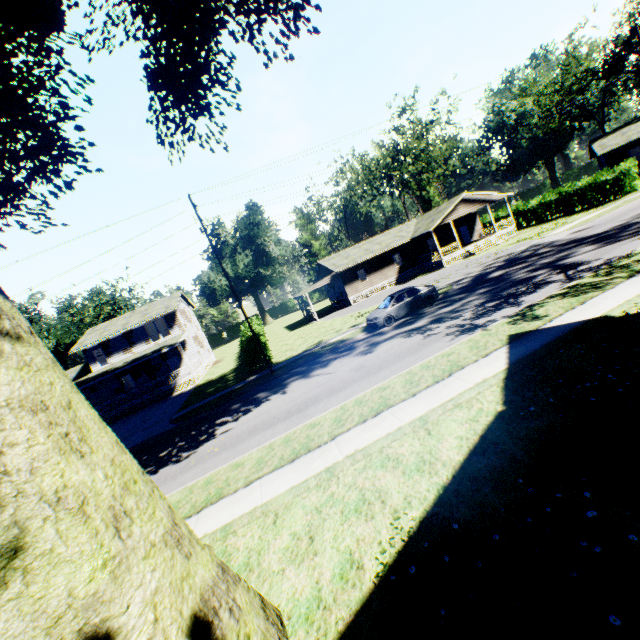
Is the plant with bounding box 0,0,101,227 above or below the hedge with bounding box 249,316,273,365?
above

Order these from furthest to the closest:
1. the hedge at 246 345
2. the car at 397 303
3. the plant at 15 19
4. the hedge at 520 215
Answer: the hedge at 520 215, the hedge at 246 345, the car at 397 303, the plant at 15 19

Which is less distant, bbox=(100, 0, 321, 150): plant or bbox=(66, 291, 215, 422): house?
bbox=(100, 0, 321, 150): plant

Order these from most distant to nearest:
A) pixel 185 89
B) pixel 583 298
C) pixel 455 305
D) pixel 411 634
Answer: pixel 455 305, pixel 185 89, pixel 583 298, pixel 411 634

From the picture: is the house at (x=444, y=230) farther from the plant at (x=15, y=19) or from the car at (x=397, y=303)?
the plant at (x=15, y=19)

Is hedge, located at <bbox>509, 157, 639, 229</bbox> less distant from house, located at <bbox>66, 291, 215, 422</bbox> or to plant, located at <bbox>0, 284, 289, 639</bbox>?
plant, located at <bbox>0, 284, 289, 639</bbox>

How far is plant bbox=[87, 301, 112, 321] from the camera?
56.86m

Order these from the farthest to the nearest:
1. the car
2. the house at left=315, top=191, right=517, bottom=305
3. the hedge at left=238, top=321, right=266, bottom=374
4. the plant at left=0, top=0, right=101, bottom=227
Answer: the house at left=315, top=191, right=517, bottom=305 → the hedge at left=238, top=321, right=266, bottom=374 → the car → the plant at left=0, top=0, right=101, bottom=227
